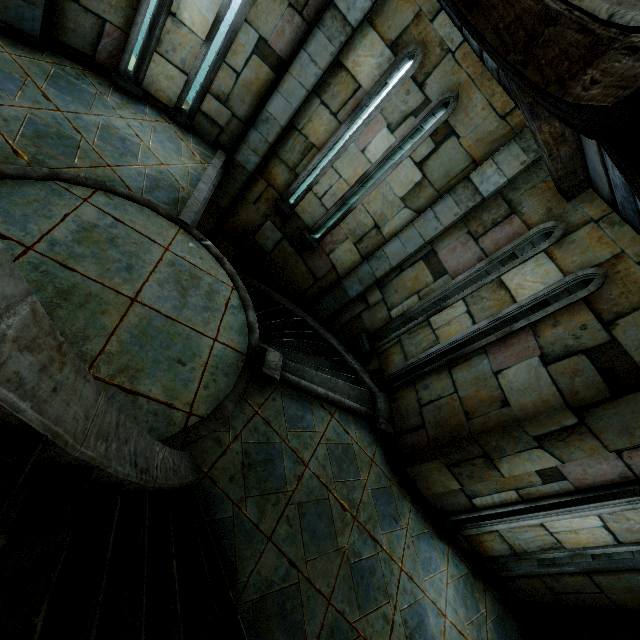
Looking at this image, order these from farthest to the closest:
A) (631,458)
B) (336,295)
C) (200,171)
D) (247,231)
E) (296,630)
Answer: (247,231)
(336,295)
(200,171)
(631,458)
(296,630)
